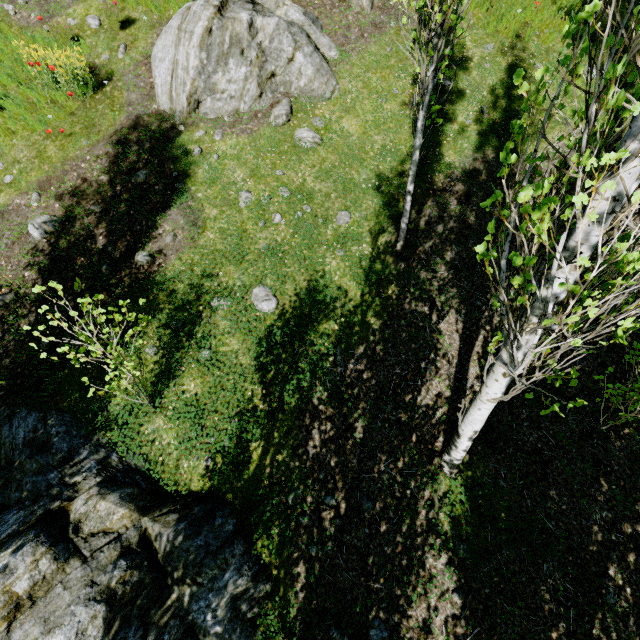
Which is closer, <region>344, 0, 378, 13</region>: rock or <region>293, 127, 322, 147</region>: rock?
<region>293, 127, 322, 147</region>: rock

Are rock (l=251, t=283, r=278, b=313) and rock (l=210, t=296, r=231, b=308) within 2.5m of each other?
yes

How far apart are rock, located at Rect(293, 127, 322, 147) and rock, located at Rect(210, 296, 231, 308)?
3.3m

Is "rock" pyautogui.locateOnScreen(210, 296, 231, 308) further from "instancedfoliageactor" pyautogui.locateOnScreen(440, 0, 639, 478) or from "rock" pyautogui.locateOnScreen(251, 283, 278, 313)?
"instancedfoliageactor" pyautogui.locateOnScreen(440, 0, 639, 478)

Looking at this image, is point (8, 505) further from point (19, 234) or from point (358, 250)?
point (358, 250)

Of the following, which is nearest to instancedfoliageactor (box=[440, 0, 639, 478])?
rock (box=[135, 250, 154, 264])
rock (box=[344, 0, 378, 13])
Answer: rock (box=[135, 250, 154, 264])

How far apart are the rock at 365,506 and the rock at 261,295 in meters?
3.2 m

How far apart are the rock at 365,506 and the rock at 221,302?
3.7m
